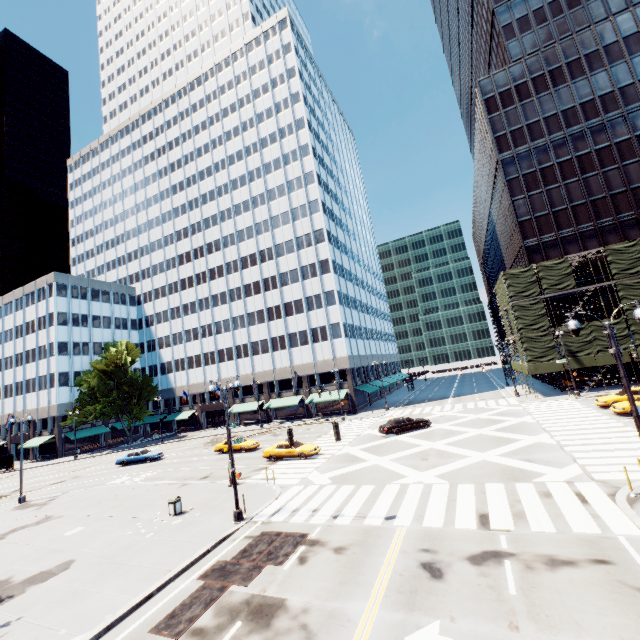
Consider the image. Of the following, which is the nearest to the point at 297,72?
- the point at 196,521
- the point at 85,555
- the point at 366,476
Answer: the point at 366,476

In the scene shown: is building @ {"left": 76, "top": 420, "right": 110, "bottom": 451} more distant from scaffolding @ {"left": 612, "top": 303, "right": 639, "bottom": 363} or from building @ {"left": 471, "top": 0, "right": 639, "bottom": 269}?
building @ {"left": 471, "top": 0, "right": 639, "bottom": 269}

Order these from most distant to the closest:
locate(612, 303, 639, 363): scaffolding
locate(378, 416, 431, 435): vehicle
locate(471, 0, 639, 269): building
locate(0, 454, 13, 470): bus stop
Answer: locate(0, 454, 13, 470): bus stop < locate(471, 0, 639, 269): building < locate(612, 303, 639, 363): scaffolding < locate(378, 416, 431, 435): vehicle

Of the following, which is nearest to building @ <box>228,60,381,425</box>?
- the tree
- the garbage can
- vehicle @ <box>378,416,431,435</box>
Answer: the tree

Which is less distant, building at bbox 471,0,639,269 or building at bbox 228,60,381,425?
building at bbox 471,0,639,269

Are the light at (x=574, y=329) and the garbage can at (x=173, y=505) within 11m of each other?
no

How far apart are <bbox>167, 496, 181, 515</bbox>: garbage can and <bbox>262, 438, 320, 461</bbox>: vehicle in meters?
10.1

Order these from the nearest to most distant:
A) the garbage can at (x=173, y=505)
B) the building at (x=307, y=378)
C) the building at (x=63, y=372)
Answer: the garbage can at (x=173, y=505), the building at (x=307, y=378), the building at (x=63, y=372)
